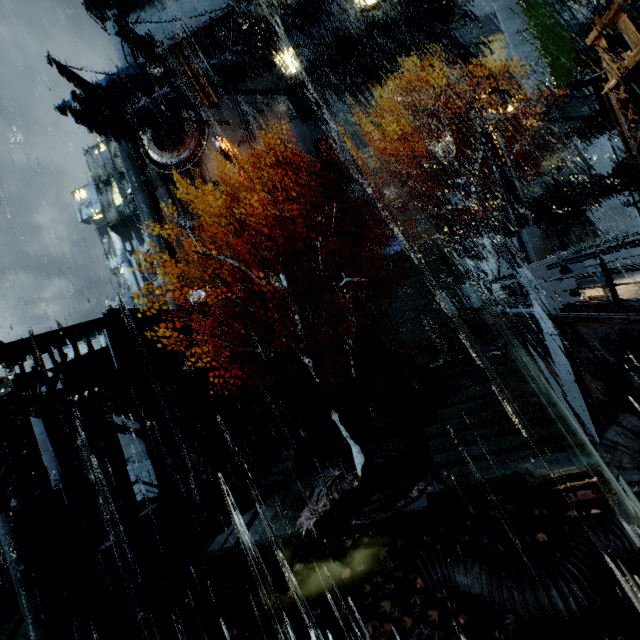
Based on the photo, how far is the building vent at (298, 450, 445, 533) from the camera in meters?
10.1 m

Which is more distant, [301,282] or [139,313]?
[301,282]

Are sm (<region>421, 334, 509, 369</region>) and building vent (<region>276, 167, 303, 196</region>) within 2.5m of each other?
no

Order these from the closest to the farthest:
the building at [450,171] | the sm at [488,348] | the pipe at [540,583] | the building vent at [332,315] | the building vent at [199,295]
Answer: the pipe at [540,583]
the sm at [488,348]
the building vent at [332,315]
the building at [450,171]
the building vent at [199,295]

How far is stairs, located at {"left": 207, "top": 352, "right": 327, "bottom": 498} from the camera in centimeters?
1653cm

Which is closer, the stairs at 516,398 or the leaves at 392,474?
the stairs at 516,398

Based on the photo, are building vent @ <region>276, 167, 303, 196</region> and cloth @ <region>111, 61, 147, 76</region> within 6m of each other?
no

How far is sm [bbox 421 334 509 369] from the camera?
14.4 meters
